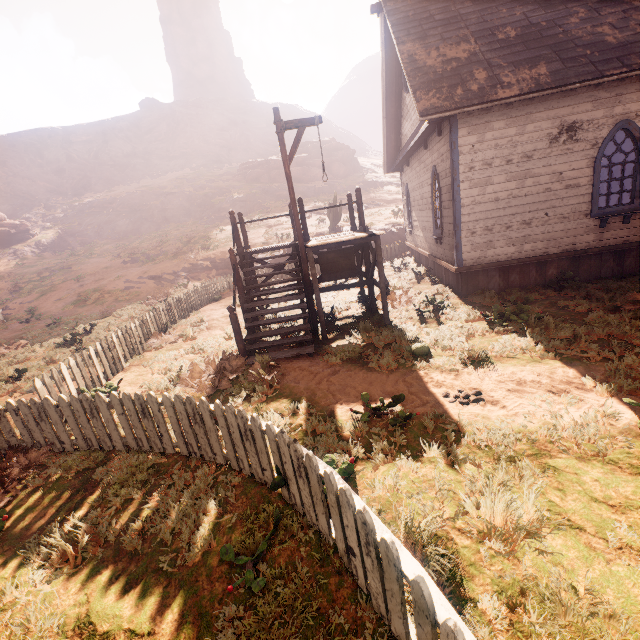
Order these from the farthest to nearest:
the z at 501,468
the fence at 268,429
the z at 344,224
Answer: the z at 344,224
the z at 501,468
the fence at 268,429

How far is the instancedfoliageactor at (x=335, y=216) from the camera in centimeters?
2165cm

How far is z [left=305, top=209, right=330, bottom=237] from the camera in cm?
2283

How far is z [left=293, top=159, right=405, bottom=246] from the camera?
23.6m

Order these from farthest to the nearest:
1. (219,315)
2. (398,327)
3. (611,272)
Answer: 1. (219,315)
2. (611,272)
3. (398,327)

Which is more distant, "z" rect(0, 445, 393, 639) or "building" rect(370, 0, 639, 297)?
"building" rect(370, 0, 639, 297)

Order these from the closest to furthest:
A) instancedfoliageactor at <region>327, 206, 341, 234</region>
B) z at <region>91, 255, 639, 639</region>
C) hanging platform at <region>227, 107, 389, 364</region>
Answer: z at <region>91, 255, 639, 639</region> < hanging platform at <region>227, 107, 389, 364</region> < instancedfoliageactor at <region>327, 206, 341, 234</region>

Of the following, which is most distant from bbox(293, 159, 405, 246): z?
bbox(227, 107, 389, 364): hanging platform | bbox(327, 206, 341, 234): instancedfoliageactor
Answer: bbox(227, 107, 389, 364): hanging platform
